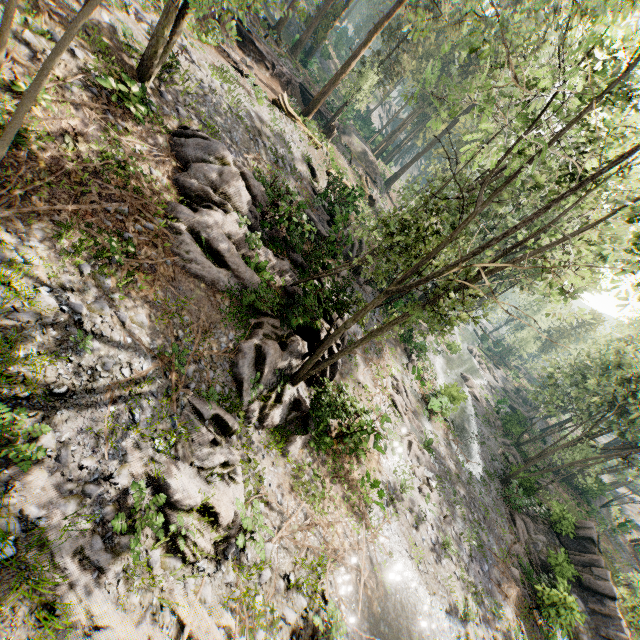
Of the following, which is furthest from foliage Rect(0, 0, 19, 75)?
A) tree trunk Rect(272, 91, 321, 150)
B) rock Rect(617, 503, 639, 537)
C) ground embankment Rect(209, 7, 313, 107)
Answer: rock Rect(617, 503, 639, 537)

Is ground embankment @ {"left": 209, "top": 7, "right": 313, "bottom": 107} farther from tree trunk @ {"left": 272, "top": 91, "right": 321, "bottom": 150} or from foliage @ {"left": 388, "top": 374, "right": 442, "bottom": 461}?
tree trunk @ {"left": 272, "top": 91, "right": 321, "bottom": 150}

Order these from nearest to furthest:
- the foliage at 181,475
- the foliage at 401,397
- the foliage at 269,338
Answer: the foliage at 181,475, the foliage at 269,338, the foliage at 401,397

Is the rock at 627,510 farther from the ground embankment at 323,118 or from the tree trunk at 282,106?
the ground embankment at 323,118

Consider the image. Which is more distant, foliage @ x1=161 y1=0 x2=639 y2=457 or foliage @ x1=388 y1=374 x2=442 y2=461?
foliage @ x1=388 y1=374 x2=442 y2=461

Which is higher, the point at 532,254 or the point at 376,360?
the point at 532,254

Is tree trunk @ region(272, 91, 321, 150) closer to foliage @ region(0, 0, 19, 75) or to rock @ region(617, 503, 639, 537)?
foliage @ region(0, 0, 19, 75)
